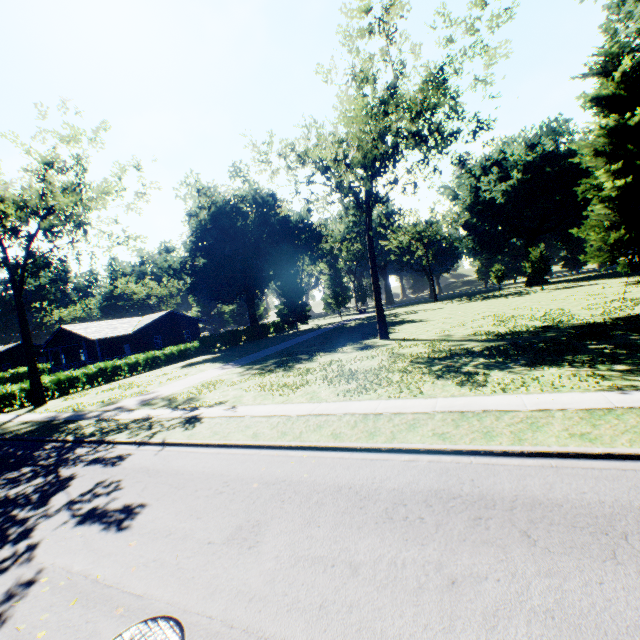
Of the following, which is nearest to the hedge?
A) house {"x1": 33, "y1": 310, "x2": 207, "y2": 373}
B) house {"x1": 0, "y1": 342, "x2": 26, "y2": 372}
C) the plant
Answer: house {"x1": 33, "y1": 310, "x2": 207, "y2": 373}

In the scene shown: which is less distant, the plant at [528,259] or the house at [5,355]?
the plant at [528,259]

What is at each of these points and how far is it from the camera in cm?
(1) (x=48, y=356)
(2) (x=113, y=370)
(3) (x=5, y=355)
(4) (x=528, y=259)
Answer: (1) house, 5866
(2) hedge, 3148
(3) house, 5334
(4) plant, 4556

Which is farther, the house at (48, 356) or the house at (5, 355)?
the house at (5, 355)

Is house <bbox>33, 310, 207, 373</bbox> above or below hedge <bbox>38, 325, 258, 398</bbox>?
above

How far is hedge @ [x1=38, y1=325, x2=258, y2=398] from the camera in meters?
27.7 m

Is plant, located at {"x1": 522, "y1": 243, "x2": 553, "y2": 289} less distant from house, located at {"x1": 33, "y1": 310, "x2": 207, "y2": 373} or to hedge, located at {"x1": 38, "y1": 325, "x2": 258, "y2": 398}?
house, located at {"x1": 33, "y1": 310, "x2": 207, "y2": 373}

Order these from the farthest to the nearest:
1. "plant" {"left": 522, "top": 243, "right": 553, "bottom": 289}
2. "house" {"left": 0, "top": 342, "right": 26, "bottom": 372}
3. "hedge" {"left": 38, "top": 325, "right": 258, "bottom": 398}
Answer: "house" {"left": 0, "top": 342, "right": 26, "bottom": 372} → "plant" {"left": 522, "top": 243, "right": 553, "bottom": 289} → "hedge" {"left": 38, "top": 325, "right": 258, "bottom": 398}
